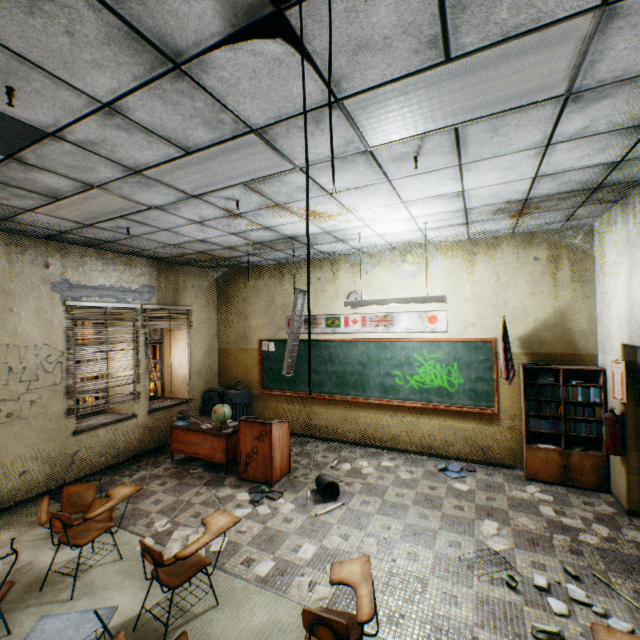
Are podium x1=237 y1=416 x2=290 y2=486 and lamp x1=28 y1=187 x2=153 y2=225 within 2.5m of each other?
no

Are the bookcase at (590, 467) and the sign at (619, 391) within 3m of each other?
yes

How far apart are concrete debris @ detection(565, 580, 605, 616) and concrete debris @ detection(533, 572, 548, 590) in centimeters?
10cm

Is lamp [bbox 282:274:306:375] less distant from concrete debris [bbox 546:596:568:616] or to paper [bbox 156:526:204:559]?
paper [bbox 156:526:204:559]

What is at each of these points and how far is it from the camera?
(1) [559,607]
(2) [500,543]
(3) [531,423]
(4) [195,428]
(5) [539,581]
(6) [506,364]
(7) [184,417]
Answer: (1) concrete debris, 2.80m
(2) paper, 3.66m
(3) book, 5.07m
(4) desk, 5.86m
(5) concrete debris, 3.07m
(6) flag, 5.04m
(7) book, 6.11m

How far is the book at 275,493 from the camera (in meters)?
4.59

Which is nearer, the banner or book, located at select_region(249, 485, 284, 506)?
book, located at select_region(249, 485, 284, 506)

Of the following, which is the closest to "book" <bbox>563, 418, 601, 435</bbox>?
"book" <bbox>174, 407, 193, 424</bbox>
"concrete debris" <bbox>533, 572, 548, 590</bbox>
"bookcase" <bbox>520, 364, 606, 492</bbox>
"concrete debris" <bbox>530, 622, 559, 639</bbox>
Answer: "bookcase" <bbox>520, 364, 606, 492</bbox>
